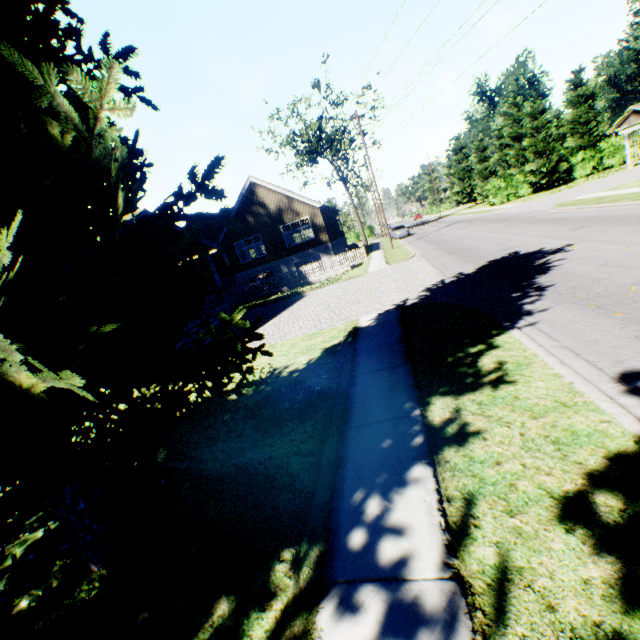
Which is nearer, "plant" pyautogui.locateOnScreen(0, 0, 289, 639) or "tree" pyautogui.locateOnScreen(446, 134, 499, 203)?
"plant" pyautogui.locateOnScreen(0, 0, 289, 639)

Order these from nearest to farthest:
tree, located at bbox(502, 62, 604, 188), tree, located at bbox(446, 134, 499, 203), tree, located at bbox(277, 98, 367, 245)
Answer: tree, located at bbox(502, 62, 604, 188), tree, located at bbox(277, 98, 367, 245), tree, located at bbox(446, 134, 499, 203)

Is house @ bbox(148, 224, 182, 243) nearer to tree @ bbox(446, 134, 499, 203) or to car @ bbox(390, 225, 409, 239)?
car @ bbox(390, 225, 409, 239)

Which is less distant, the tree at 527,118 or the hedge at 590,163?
the tree at 527,118

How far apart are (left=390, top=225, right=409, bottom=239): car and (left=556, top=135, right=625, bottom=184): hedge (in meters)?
18.79

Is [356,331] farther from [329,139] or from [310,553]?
[329,139]

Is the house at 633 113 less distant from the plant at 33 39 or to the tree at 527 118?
the tree at 527 118

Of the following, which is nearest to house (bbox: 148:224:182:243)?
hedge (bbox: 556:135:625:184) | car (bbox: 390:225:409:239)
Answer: car (bbox: 390:225:409:239)
